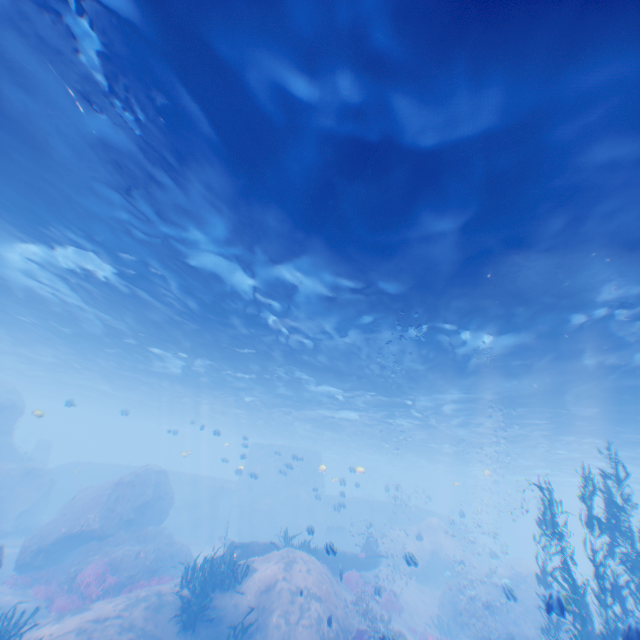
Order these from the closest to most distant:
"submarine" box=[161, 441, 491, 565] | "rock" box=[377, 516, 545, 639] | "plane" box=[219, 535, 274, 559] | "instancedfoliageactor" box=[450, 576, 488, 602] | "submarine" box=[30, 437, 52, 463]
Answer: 1. "plane" box=[219, 535, 274, 559]
2. "rock" box=[377, 516, 545, 639]
3. "instancedfoliageactor" box=[450, 576, 488, 602]
4. "submarine" box=[161, 441, 491, 565]
5. "submarine" box=[30, 437, 52, 463]

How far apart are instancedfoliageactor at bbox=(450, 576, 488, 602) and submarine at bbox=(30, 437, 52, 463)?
44.92m

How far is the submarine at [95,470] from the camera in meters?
32.8

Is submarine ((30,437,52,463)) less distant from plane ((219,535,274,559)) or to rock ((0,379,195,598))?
rock ((0,379,195,598))

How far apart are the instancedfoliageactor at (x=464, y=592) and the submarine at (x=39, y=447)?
44.9 meters

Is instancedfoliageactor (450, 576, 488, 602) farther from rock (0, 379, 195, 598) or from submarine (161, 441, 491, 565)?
submarine (161, 441, 491, 565)

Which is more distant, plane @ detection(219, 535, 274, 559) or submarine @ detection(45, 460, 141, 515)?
submarine @ detection(45, 460, 141, 515)

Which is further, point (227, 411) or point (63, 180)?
point (227, 411)
